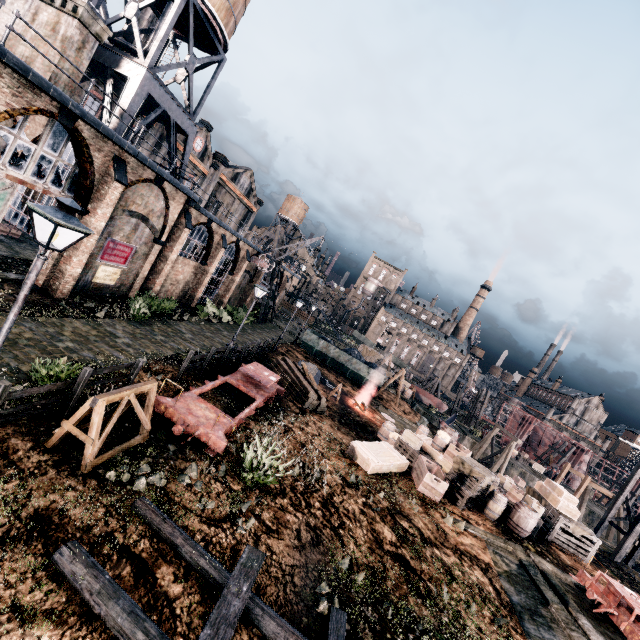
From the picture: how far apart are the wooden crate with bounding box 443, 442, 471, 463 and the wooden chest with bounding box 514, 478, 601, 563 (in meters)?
5.54

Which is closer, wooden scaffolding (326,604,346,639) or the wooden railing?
wooden scaffolding (326,604,346,639)

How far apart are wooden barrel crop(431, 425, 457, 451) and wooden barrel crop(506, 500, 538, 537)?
4.5 meters

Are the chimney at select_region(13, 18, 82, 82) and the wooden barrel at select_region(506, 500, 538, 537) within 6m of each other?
no

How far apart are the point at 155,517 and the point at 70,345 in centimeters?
931cm

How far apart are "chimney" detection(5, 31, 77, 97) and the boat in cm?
5066

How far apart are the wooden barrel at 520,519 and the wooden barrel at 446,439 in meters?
4.5

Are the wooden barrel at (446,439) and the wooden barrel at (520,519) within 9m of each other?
yes
